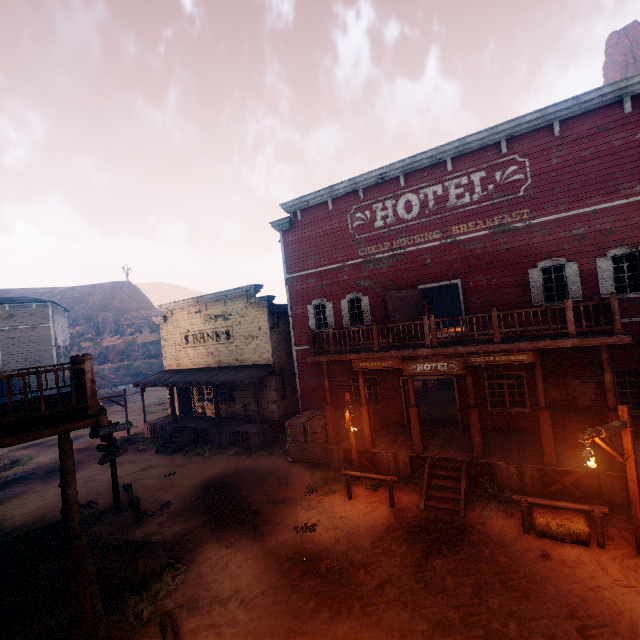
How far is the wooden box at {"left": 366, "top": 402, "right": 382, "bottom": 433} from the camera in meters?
14.3 m

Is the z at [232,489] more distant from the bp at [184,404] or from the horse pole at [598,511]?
the bp at [184,404]

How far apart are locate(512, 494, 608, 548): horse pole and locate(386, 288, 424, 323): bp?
6.7m

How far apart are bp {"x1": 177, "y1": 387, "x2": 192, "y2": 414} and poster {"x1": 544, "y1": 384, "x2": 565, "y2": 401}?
21.15m

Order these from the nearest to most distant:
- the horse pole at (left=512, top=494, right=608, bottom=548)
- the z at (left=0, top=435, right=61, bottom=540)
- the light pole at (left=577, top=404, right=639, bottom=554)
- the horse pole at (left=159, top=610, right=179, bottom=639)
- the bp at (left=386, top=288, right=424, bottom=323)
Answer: the horse pole at (left=159, top=610, right=179, bottom=639), the light pole at (left=577, top=404, right=639, bottom=554), the horse pole at (left=512, top=494, right=608, bottom=548), the z at (left=0, top=435, right=61, bottom=540), the bp at (left=386, top=288, right=424, bottom=323)

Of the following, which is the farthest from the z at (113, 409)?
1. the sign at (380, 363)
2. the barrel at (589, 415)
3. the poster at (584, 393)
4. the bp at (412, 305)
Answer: the bp at (412, 305)

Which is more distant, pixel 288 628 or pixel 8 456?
pixel 8 456

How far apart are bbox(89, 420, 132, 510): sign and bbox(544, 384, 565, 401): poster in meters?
15.8
